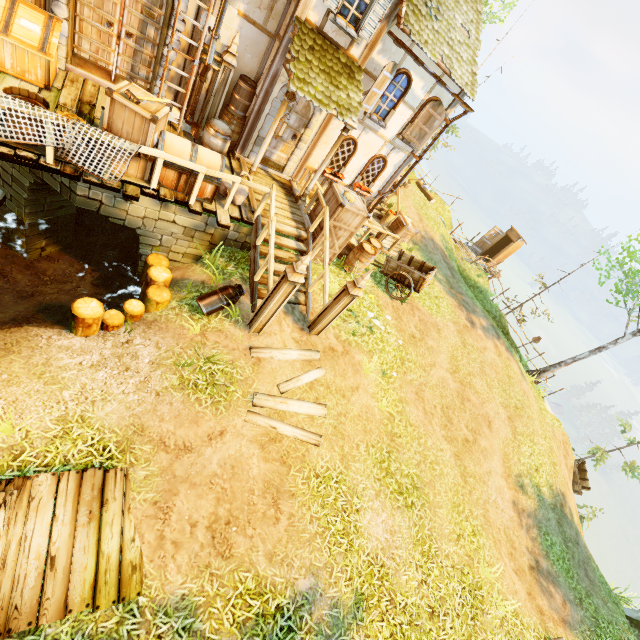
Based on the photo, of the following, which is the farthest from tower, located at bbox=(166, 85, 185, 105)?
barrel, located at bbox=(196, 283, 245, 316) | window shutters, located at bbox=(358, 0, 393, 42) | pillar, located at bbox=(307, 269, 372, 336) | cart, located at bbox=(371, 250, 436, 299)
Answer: cart, located at bbox=(371, 250, 436, 299)

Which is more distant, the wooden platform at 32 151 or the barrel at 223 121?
the barrel at 223 121

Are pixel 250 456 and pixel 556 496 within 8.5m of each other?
no

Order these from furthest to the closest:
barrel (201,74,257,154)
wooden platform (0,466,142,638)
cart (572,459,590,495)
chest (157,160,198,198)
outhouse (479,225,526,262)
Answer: outhouse (479,225,526,262), cart (572,459,590,495), barrel (201,74,257,154), chest (157,160,198,198), wooden platform (0,466,142,638)

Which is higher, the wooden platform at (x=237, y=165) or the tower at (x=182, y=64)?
the tower at (x=182, y=64)

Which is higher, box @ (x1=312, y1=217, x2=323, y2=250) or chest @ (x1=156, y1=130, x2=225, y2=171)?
chest @ (x1=156, y1=130, x2=225, y2=171)

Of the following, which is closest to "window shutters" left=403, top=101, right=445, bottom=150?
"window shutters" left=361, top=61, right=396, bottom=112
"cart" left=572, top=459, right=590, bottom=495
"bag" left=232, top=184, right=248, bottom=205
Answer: "window shutters" left=361, top=61, right=396, bottom=112

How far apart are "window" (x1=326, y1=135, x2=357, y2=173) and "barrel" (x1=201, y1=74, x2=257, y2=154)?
3.12m
